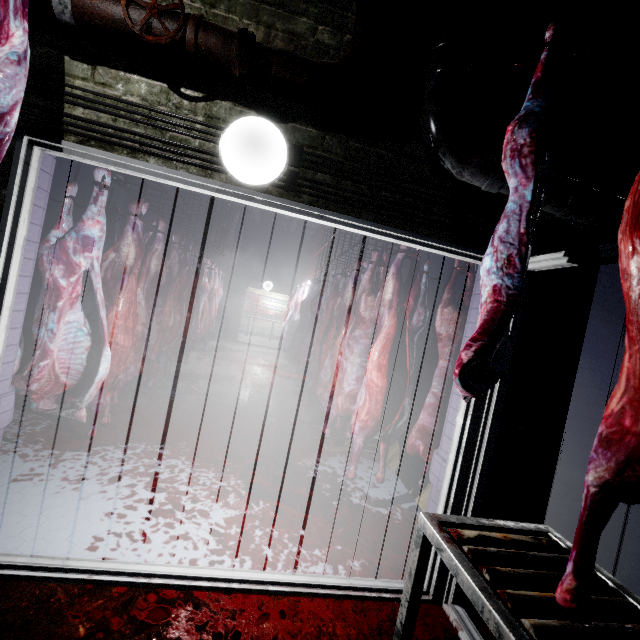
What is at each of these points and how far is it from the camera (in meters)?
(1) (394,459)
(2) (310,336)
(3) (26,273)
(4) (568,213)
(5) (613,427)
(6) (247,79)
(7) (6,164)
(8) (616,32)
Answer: (1) pallet, 3.27
(2) meat, 5.64
(3) door, 1.68
(4) pipe, 1.67
(5) meat, 0.72
(6) pipe, 1.40
(7) door, 1.40
(8) pipe, 1.61

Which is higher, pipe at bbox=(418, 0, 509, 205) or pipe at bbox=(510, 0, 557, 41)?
pipe at bbox=(510, 0, 557, 41)

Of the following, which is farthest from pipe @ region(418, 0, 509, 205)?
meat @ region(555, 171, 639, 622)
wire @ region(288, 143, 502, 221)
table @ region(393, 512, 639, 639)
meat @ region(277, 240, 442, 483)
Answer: meat @ region(277, 240, 442, 483)

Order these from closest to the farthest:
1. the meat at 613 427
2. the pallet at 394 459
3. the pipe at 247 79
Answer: the meat at 613 427 < the pipe at 247 79 < the pallet at 394 459

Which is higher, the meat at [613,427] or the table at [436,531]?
the meat at [613,427]

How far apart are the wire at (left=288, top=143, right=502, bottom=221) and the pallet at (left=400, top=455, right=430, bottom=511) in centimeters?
101cm

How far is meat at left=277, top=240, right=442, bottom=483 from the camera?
2.47m
